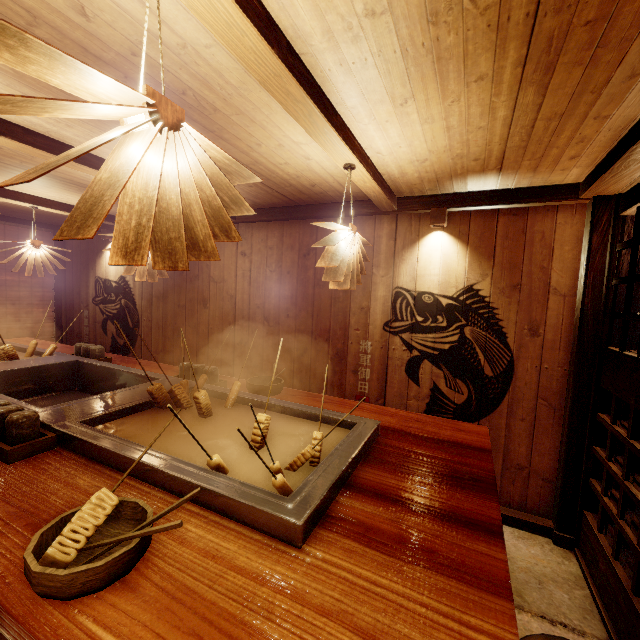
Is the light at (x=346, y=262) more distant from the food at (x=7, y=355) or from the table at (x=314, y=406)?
the food at (x=7, y=355)

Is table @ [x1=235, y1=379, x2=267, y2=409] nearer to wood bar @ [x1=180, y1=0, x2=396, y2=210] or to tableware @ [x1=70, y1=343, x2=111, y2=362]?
tableware @ [x1=70, y1=343, x2=111, y2=362]

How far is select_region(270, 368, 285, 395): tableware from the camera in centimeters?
439cm

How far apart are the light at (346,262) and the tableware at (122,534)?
2.41m

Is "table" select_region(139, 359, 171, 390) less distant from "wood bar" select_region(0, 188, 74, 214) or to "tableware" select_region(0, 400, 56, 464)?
"tableware" select_region(0, 400, 56, 464)

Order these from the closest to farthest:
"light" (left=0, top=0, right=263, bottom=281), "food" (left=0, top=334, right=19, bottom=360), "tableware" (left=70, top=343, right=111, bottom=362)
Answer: "light" (left=0, top=0, right=263, bottom=281)
"food" (left=0, top=334, right=19, bottom=360)
"tableware" (left=70, top=343, right=111, bottom=362)

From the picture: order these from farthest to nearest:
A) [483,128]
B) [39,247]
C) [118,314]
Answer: [118,314] < [39,247] < [483,128]

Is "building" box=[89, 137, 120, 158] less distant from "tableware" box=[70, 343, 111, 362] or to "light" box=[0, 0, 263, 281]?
"light" box=[0, 0, 263, 281]
